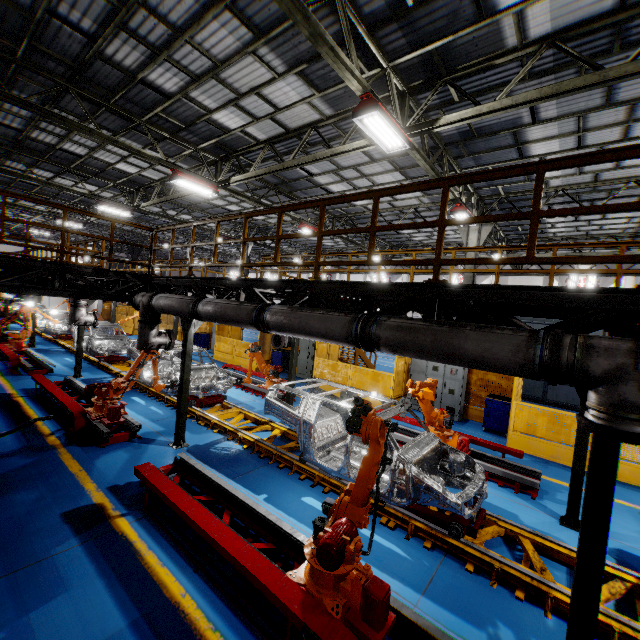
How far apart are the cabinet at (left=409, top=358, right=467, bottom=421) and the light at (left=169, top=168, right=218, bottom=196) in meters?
10.0

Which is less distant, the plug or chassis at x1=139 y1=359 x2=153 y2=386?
the plug

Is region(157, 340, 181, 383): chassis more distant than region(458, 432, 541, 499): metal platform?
Yes

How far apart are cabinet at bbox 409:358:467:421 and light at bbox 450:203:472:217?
5.4 meters

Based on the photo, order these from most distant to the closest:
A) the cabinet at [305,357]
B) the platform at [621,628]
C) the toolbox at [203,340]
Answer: the toolbox at [203,340]
the cabinet at [305,357]
the platform at [621,628]

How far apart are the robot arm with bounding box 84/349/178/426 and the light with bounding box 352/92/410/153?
7.5 meters

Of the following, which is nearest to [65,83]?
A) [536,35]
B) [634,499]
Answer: [536,35]

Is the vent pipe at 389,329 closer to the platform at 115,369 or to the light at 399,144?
the platform at 115,369
